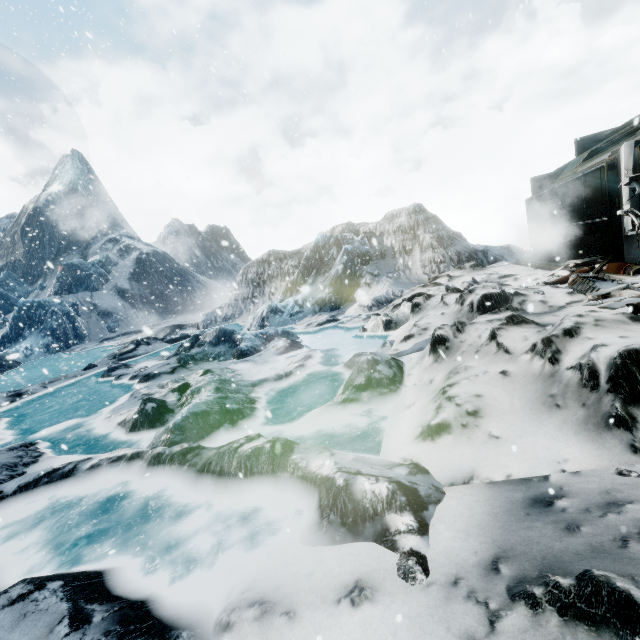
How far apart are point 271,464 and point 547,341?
4.12m
